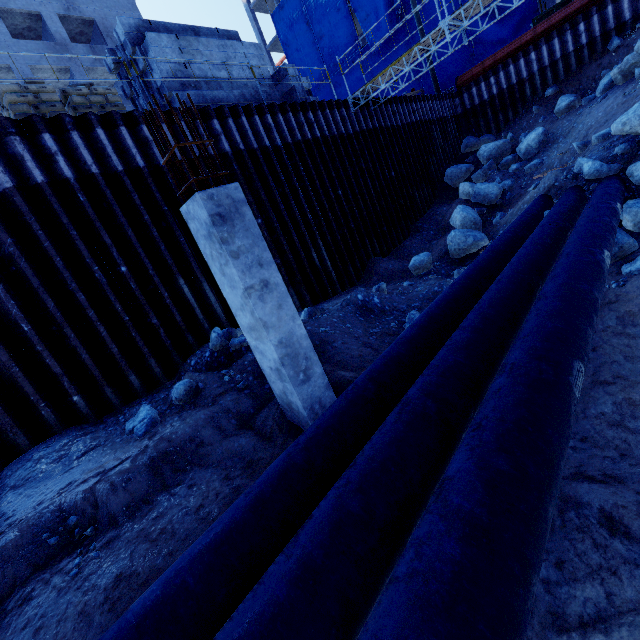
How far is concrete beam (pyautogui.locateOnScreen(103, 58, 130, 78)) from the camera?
9.66m

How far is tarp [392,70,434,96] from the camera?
25.3m

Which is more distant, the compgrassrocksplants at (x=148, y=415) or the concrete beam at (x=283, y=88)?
the concrete beam at (x=283, y=88)

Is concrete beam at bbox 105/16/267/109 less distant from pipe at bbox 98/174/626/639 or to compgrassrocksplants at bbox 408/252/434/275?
compgrassrocksplants at bbox 408/252/434/275

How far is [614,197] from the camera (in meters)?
7.25

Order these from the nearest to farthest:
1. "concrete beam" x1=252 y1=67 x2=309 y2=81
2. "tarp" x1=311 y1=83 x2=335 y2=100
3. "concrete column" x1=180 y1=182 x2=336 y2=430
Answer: "concrete column" x1=180 y1=182 x2=336 y2=430, "concrete beam" x1=252 y1=67 x2=309 y2=81, "tarp" x1=311 y1=83 x2=335 y2=100

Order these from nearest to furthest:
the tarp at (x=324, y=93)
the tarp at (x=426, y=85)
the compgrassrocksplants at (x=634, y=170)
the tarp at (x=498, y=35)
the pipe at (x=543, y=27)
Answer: the compgrassrocksplants at (x=634, y=170)
the pipe at (x=543, y=27)
the tarp at (x=498, y=35)
the tarp at (x=426, y=85)
the tarp at (x=324, y=93)
